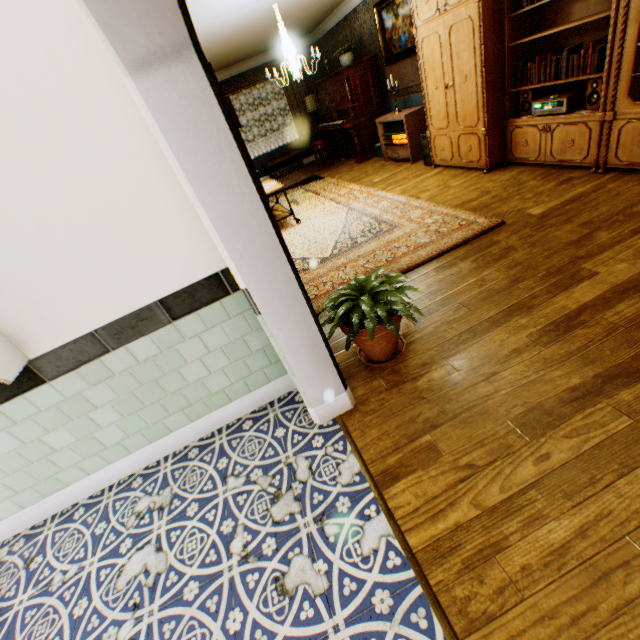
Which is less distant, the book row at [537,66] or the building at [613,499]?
the building at [613,499]

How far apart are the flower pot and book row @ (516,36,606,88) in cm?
343

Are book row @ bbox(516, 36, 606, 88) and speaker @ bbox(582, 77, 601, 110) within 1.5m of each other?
yes

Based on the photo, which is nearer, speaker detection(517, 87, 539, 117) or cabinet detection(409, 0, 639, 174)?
cabinet detection(409, 0, 639, 174)

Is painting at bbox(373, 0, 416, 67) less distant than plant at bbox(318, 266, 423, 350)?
No

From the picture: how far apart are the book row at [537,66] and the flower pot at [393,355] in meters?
3.4 m

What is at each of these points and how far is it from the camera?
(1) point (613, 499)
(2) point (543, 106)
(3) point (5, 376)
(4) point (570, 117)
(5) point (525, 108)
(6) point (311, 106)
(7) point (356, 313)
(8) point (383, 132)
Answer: (1) building, 1.4m
(2) receiver, 3.9m
(3) shelf, 1.6m
(4) cabinet, 3.7m
(5) speaker, 4.2m
(6) lamp, 9.9m
(7) plant, 2.1m
(8) heater, 7.1m

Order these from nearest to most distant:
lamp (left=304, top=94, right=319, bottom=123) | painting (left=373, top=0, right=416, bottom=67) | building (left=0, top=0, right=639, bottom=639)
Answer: building (left=0, top=0, right=639, bottom=639)
painting (left=373, top=0, right=416, bottom=67)
lamp (left=304, top=94, right=319, bottom=123)
